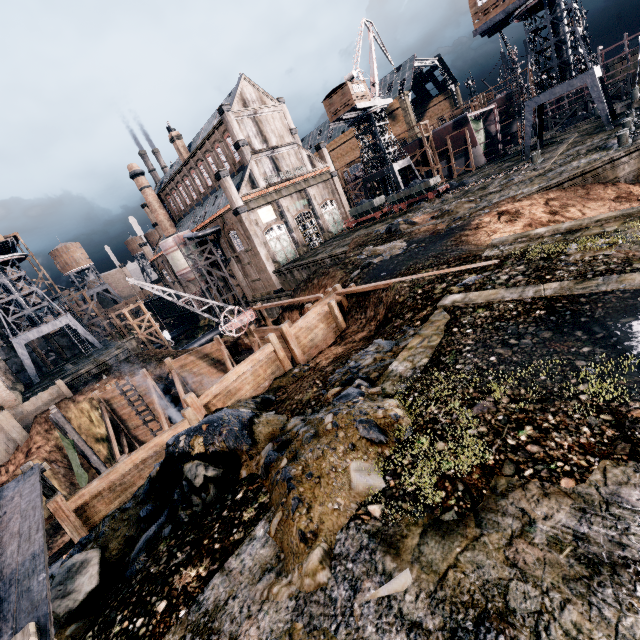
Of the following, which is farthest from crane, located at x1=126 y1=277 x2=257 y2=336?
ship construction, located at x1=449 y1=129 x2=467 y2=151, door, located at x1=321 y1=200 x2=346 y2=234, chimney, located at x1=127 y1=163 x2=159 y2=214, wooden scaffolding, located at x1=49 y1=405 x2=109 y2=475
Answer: ship construction, located at x1=449 y1=129 x2=467 y2=151

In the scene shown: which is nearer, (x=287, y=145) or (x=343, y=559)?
(x=343, y=559)

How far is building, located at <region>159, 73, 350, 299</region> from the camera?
40.8m

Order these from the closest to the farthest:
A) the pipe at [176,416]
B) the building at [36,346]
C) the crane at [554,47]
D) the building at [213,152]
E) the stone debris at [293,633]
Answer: the stone debris at [293,633], the pipe at [176,416], the crane at [554,47], the building at [213,152], the building at [36,346]

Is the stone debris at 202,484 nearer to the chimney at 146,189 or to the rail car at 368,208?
the rail car at 368,208

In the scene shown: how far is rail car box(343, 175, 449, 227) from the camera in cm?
3834

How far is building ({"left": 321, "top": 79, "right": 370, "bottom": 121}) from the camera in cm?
4394

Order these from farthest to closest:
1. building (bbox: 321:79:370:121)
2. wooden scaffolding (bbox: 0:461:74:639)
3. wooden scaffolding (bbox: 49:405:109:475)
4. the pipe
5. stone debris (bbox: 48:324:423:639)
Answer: building (bbox: 321:79:370:121) → the pipe → wooden scaffolding (bbox: 49:405:109:475) → stone debris (bbox: 48:324:423:639) → wooden scaffolding (bbox: 0:461:74:639)
